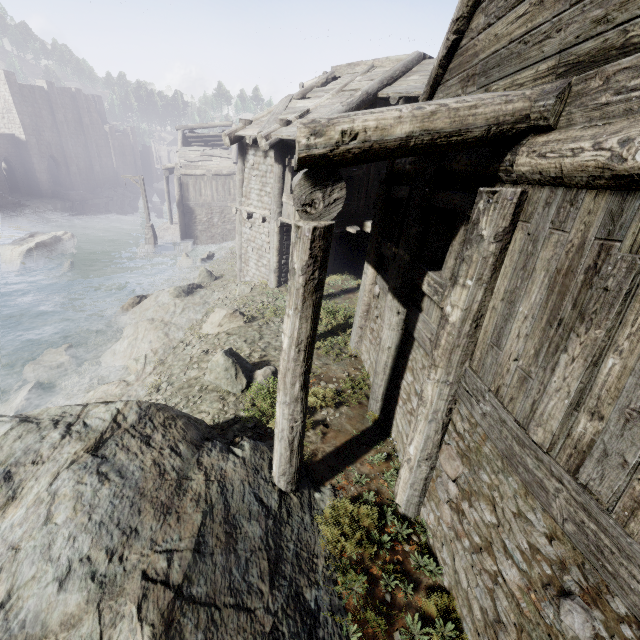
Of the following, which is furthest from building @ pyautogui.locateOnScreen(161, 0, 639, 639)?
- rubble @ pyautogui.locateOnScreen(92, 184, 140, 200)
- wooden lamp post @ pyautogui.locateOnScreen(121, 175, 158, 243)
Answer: wooden lamp post @ pyautogui.locateOnScreen(121, 175, 158, 243)

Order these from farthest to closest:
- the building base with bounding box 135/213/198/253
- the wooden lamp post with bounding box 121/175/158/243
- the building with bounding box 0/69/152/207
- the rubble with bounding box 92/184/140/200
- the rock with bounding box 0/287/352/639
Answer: the rubble with bounding box 92/184/140/200, the building with bounding box 0/69/152/207, the building base with bounding box 135/213/198/253, the wooden lamp post with bounding box 121/175/158/243, the rock with bounding box 0/287/352/639

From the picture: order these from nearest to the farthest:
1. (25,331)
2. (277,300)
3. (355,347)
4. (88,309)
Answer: A: (355,347), (277,300), (25,331), (88,309)

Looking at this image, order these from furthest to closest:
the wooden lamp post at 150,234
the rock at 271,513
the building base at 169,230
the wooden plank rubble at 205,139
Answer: the wooden plank rubble at 205,139
the building base at 169,230
the wooden lamp post at 150,234
the rock at 271,513

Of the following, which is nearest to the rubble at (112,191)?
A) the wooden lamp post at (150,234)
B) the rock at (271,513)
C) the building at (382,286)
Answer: the building at (382,286)

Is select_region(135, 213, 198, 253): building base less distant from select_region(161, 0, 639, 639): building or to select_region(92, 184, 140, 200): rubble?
select_region(161, 0, 639, 639): building

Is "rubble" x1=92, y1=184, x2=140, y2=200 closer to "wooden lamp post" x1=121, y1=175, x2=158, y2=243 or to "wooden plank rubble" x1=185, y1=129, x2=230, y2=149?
"wooden plank rubble" x1=185, y1=129, x2=230, y2=149

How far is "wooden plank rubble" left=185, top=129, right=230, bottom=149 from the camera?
29.5m
